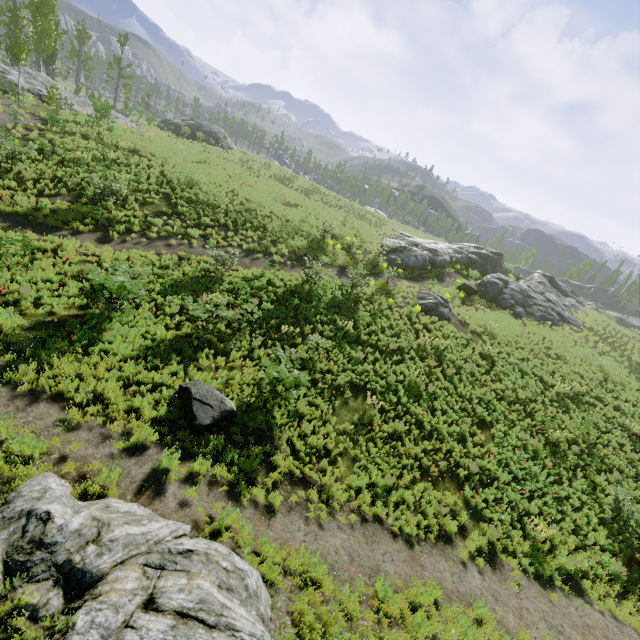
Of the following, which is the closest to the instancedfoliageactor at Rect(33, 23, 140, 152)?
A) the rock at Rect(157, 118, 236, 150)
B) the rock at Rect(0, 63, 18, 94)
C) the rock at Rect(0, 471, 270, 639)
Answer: the rock at Rect(0, 63, 18, 94)

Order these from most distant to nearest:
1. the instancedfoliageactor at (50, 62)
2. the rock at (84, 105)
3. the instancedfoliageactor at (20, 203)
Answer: the rock at (84, 105) → the instancedfoliageactor at (50, 62) → the instancedfoliageactor at (20, 203)

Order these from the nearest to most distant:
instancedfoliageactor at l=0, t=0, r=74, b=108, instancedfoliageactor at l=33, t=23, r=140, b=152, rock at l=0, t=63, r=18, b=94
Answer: instancedfoliageactor at l=33, t=23, r=140, b=152, instancedfoliageactor at l=0, t=0, r=74, b=108, rock at l=0, t=63, r=18, b=94

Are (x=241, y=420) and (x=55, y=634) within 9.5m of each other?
yes

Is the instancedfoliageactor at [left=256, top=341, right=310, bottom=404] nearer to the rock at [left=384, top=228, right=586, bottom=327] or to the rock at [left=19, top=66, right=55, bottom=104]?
the rock at [left=384, top=228, right=586, bottom=327]

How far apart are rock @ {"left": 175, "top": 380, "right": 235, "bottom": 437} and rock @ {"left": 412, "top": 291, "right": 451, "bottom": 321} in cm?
1542

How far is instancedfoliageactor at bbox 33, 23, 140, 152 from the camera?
20.1 meters

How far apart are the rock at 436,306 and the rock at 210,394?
15.4m
